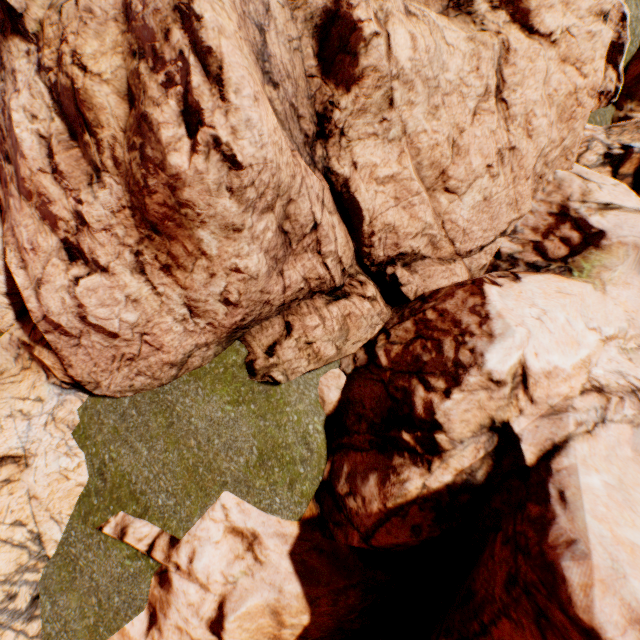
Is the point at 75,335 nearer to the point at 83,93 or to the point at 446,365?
the point at 83,93
